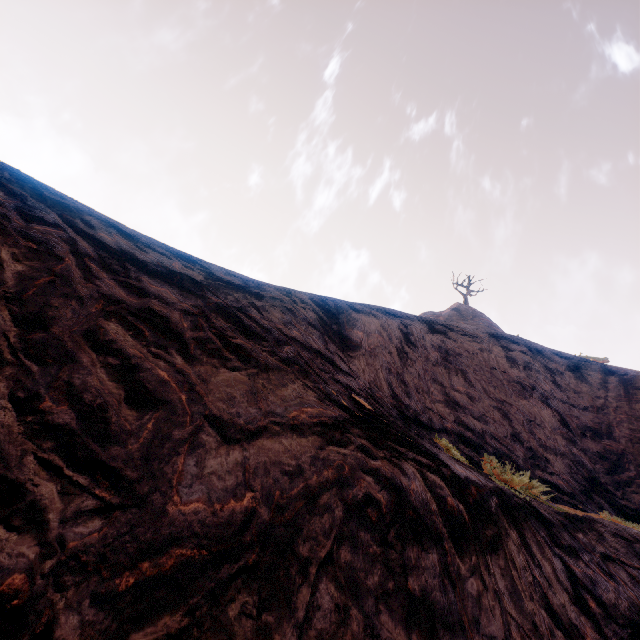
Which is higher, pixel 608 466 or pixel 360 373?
pixel 608 466
